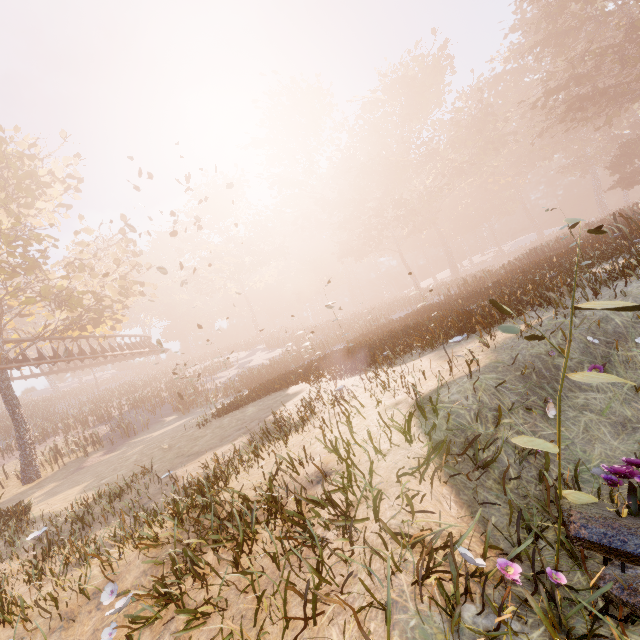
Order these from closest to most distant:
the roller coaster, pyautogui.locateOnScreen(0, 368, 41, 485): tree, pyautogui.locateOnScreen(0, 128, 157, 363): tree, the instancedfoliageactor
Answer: the instancedfoliageactor → pyautogui.locateOnScreen(0, 128, 157, 363): tree → pyautogui.locateOnScreen(0, 368, 41, 485): tree → the roller coaster

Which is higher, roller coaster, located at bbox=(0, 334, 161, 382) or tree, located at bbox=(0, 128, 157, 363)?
tree, located at bbox=(0, 128, 157, 363)

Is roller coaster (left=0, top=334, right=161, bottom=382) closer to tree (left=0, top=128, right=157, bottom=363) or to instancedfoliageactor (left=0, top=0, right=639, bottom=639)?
tree (left=0, top=128, right=157, bottom=363)

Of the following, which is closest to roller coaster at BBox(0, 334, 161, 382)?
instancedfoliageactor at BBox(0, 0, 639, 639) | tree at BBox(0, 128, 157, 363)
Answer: tree at BBox(0, 128, 157, 363)

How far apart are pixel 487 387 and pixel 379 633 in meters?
2.8

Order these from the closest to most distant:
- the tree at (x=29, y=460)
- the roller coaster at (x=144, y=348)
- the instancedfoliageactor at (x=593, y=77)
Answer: the instancedfoliageactor at (x=593, y=77), the tree at (x=29, y=460), the roller coaster at (x=144, y=348)

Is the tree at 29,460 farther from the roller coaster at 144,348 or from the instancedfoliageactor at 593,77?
the instancedfoliageactor at 593,77
